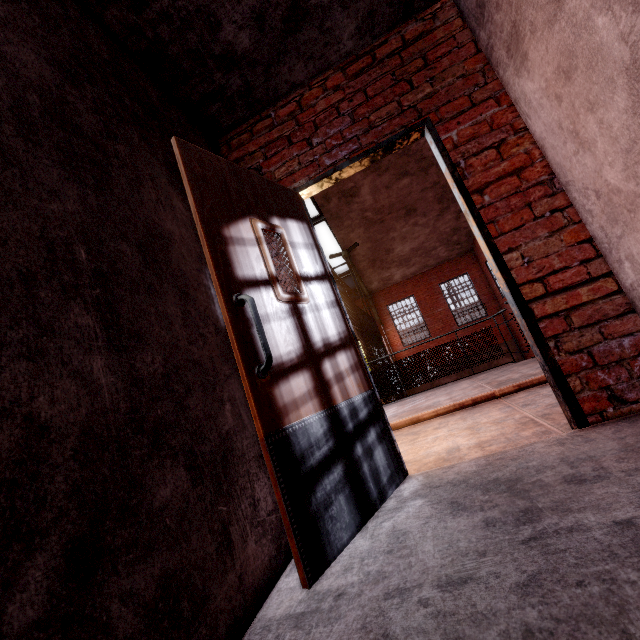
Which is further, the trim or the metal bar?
the trim

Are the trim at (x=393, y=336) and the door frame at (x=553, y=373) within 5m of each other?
no

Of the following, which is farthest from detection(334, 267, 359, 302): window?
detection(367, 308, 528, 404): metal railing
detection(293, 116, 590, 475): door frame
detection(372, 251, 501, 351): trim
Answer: detection(367, 308, 528, 404): metal railing

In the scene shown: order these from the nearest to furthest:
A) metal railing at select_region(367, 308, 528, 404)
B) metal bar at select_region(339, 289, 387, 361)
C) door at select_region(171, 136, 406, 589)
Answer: door at select_region(171, 136, 406, 589)
metal railing at select_region(367, 308, 528, 404)
metal bar at select_region(339, 289, 387, 361)

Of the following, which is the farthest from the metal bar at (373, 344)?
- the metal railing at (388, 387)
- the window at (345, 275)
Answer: the window at (345, 275)

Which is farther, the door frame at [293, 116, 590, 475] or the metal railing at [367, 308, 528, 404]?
the metal railing at [367, 308, 528, 404]

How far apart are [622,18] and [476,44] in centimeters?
122cm

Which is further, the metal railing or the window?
the window
